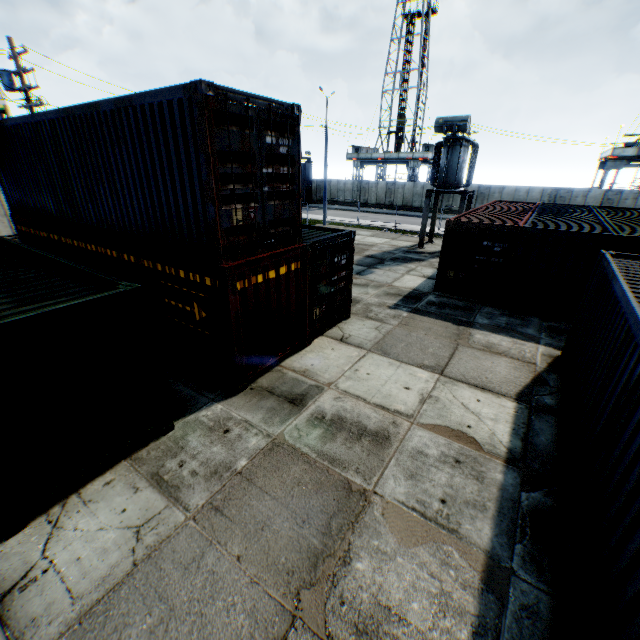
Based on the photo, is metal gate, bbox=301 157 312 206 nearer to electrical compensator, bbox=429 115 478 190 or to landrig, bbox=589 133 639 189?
electrical compensator, bbox=429 115 478 190

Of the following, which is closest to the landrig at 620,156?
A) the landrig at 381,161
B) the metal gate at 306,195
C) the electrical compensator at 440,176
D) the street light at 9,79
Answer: the landrig at 381,161

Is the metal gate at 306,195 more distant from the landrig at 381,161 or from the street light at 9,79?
the street light at 9,79

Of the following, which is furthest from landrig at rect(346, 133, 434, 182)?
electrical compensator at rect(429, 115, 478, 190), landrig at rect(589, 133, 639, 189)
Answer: electrical compensator at rect(429, 115, 478, 190)

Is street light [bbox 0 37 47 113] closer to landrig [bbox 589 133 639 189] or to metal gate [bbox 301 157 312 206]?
metal gate [bbox 301 157 312 206]

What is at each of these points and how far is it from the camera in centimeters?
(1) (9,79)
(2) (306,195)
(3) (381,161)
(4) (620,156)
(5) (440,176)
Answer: (1) street light, 1460cm
(2) metal gate, 4581cm
(3) landrig, 5072cm
(4) landrig, 3119cm
(5) electrical compensator, 1927cm

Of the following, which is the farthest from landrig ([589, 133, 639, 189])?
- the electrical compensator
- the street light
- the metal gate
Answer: the street light

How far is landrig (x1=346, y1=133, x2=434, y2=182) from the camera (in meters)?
46.34
